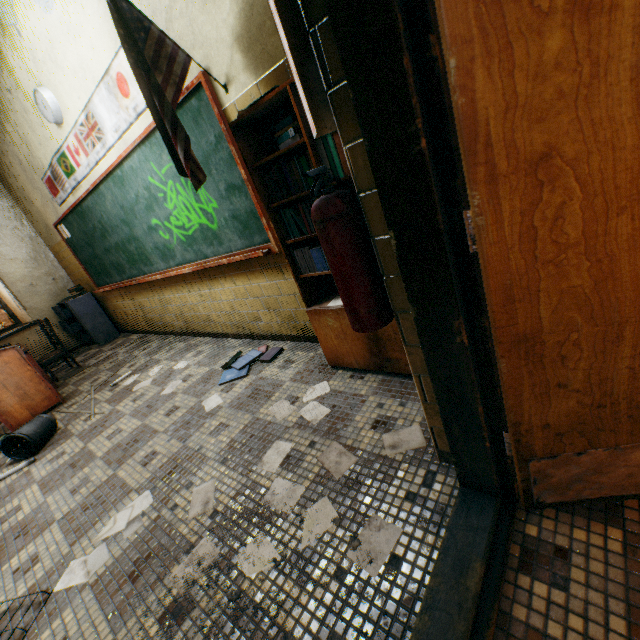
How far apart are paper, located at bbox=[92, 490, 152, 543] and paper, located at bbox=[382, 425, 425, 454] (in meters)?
1.48

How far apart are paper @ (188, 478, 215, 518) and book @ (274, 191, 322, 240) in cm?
146

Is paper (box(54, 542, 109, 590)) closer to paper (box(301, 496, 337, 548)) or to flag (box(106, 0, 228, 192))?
paper (box(301, 496, 337, 548))

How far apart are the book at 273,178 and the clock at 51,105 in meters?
3.1 m

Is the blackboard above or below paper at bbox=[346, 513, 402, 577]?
above

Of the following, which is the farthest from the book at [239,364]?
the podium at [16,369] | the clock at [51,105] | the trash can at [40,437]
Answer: the clock at [51,105]

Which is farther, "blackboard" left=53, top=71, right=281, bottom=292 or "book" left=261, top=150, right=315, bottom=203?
"blackboard" left=53, top=71, right=281, bottom=292

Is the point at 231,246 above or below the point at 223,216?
below
